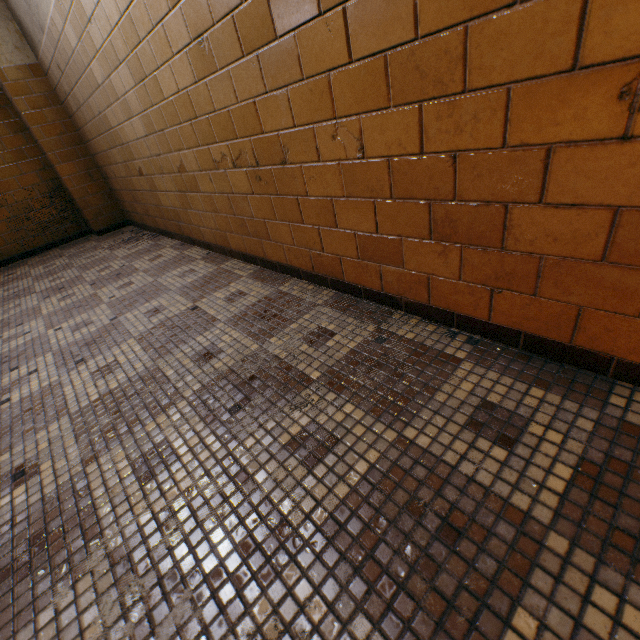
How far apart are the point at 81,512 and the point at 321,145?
1.6m
